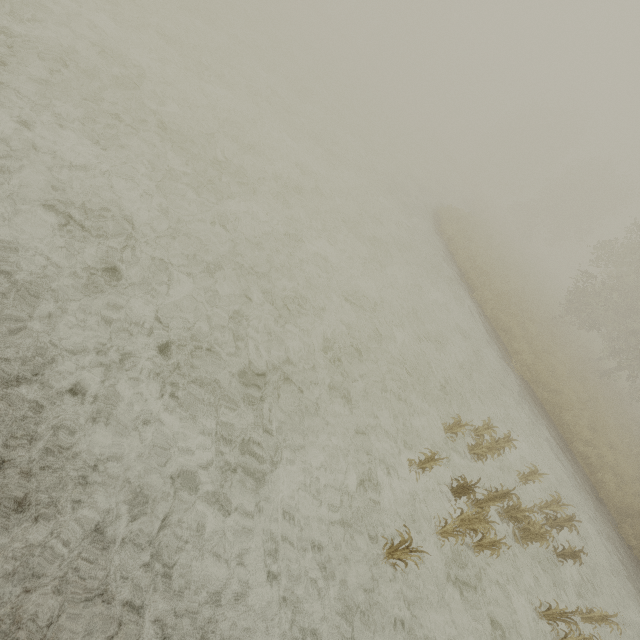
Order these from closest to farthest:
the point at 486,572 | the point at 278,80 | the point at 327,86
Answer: the point at 486,572, the point at 278,80, the point at 327,86
